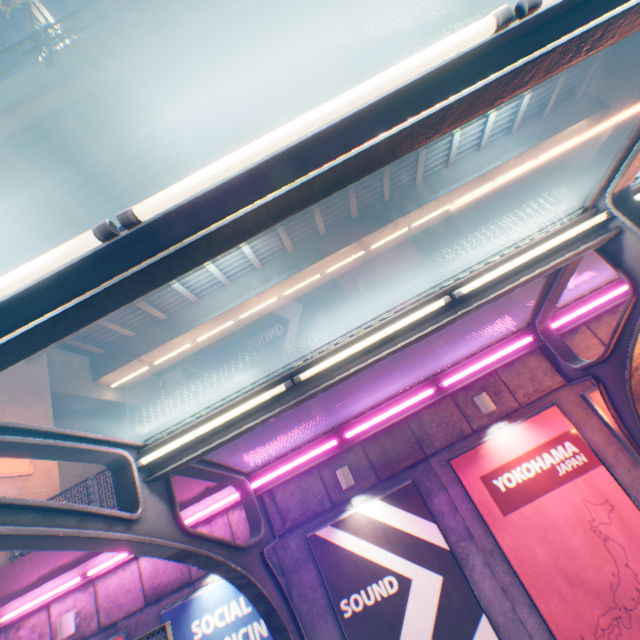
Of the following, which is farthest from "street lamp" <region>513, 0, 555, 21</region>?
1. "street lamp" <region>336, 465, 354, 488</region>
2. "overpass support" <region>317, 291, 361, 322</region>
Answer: "overpass support" <region>317, 291, 361, 322</region>

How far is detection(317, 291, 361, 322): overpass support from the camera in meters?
58.2

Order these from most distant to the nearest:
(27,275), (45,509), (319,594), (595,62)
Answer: (595,62) → (319,594) → (45,509) → (27,275)

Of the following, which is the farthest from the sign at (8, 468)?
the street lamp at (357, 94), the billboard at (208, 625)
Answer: the street lamp at (357, 94)

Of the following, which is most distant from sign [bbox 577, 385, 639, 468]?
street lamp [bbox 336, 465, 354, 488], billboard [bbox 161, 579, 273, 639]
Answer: billboard [bbox 161, 579, 273, 639]

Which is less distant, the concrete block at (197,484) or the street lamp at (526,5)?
the street lamp at (526,5)

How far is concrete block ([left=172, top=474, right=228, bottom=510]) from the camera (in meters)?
7.93

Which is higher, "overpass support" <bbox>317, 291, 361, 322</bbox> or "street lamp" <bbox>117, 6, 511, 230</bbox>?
"overpass support" <bbox>317, 291, 361, 322</bbox>
